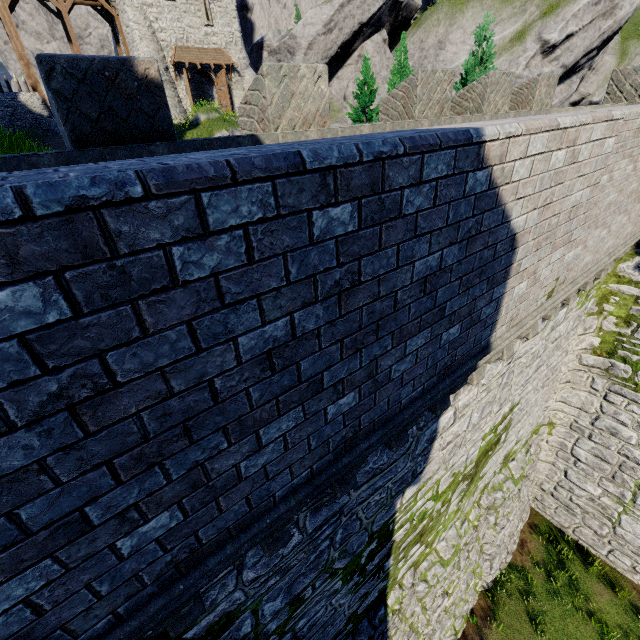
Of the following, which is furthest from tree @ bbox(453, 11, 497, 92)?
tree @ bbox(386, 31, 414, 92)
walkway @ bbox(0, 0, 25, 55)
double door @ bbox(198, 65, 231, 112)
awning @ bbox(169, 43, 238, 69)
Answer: walkway @ bbox(0, 0, 25, 55)

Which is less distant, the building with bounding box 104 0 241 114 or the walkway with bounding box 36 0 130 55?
the walkway with bounding box 36 0 130 55

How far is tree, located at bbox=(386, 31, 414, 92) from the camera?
16.67m

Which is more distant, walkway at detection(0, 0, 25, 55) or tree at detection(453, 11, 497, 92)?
walkway at detection(0, 0, 25, 55)

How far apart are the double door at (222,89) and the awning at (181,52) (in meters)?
0.26

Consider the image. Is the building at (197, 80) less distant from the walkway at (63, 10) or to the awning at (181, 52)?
the awning at (181, 52)

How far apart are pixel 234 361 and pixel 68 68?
4.7 meters

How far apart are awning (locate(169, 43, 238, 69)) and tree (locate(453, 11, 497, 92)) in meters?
26.3 m
